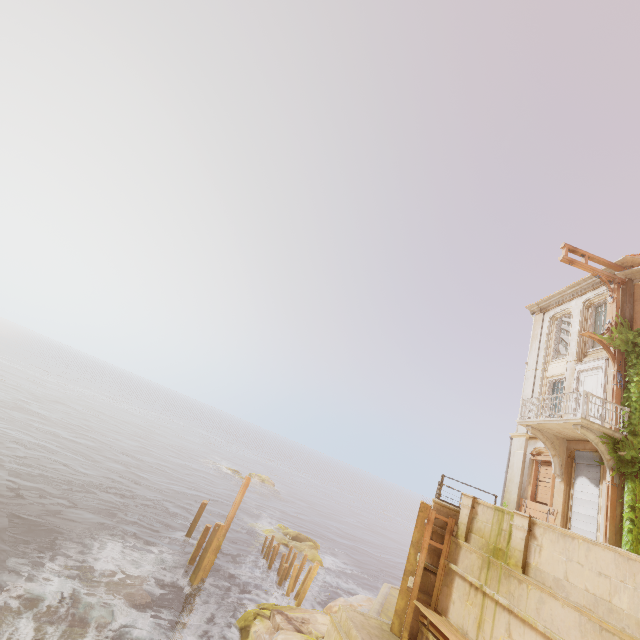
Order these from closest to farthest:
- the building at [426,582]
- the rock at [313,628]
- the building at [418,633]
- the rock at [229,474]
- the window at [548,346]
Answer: the building at [418,633], the building at [426,582], the rock at [313,628], the window at [548,346], the rock at [229,474]

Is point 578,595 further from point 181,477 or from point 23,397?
point 23,397

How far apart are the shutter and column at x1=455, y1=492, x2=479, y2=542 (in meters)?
4.37

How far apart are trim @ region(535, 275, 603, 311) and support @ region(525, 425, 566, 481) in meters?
7.8

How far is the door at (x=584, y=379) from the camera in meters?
14.1 m

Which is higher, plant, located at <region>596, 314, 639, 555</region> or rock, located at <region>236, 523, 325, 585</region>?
plant, located at <region>596, 314, 639, 555</region>

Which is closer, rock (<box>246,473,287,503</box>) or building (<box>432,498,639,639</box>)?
building (<box>432,498,639,639</box>)

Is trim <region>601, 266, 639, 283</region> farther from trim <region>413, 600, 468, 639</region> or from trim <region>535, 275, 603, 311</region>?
trim <region>413, 600, 468, 639</region>
